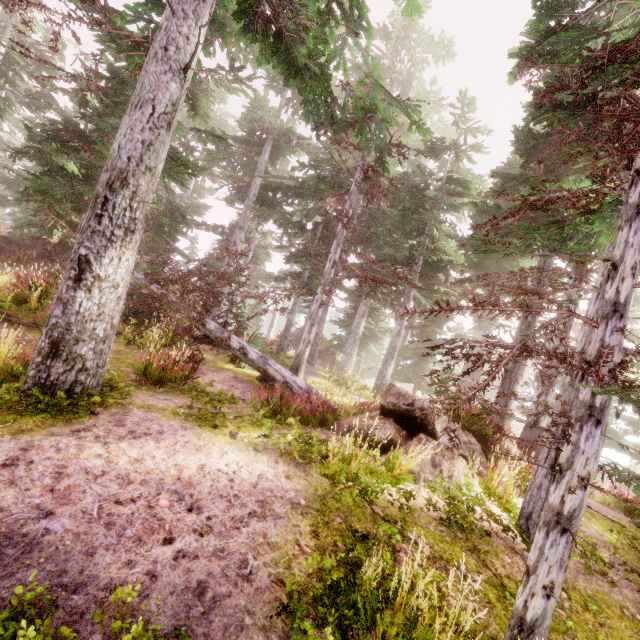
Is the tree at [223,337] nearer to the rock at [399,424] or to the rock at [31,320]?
the rock at [31,320]

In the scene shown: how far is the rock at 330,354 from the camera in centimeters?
3038cm

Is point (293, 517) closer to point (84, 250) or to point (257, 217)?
point (84, 250)

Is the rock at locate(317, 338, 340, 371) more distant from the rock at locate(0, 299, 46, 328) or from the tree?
the rock at locate(0, 299, 46, 328)

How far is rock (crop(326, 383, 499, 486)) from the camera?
6.32m

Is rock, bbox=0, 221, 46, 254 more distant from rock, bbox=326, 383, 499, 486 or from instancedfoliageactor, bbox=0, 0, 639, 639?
rock, bbox=326, 383, 499, 486

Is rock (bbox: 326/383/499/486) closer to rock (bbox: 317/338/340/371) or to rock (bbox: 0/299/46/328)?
rock (bbox: 0/299/46/328)

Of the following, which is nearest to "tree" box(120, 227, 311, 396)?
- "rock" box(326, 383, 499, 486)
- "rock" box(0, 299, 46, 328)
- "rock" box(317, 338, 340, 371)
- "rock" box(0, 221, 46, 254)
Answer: "rock" box(0, 299, 46, 328)
